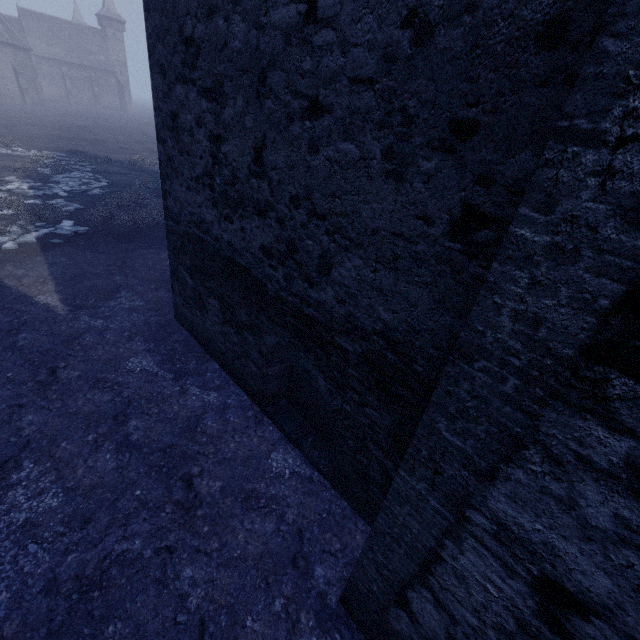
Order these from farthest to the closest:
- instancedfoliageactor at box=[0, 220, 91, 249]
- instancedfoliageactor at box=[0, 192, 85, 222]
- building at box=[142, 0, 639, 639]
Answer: instancedfoliageactor at box=[0, 192, 85, 222]
instancedfoliageactor at box=[0, 220, 91, 249]
building at box=[142, 0, 639, 639]

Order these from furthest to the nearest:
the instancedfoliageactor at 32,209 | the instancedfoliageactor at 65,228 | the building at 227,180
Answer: the instancedfoliageactor at 32,209
the instancedfoliageactor at 65,228
the building at 227,180

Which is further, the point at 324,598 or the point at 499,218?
the point at 324,598

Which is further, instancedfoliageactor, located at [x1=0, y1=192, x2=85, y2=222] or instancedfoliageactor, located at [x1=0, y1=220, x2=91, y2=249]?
instancedfoliageactor, located at [x1=0, y1=192, x2=85, y2=222]

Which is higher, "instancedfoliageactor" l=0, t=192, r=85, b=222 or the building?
the building

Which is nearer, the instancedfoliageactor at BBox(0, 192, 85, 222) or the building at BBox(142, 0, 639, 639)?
the building at BBox(142, 0, 639, 639)

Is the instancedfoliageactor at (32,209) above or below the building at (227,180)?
below
